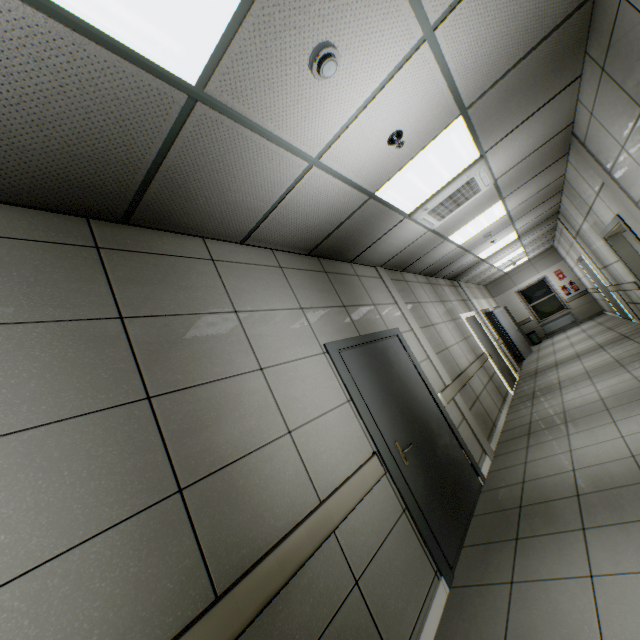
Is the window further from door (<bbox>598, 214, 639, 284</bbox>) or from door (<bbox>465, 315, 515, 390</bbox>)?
door (<bbox>598, 214, 639, 284</bbox>)

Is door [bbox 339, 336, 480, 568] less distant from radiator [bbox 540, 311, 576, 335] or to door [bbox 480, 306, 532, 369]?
door [bbox 480, 306, 532, 369]

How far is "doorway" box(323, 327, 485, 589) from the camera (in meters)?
2.62

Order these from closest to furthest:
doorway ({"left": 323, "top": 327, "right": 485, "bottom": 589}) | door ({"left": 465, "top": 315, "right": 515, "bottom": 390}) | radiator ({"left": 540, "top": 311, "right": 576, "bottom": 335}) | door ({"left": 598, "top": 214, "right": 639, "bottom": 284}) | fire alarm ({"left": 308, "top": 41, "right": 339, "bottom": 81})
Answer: fire alarm ({"left": 308, "top": 41, "right": 339, "bottom": 81})
doorway ({"left": 323, "top": 327, "right": 485, "bottom": 589})
door ({"left": 598, "top": 214, "right": 639, "bottom": 284})
door ({"left": 465, "top": 315, "right": 515, "bottom": 390})
radiator ({"left": 540, "top": 311, "right": 576, "bottom": 335})

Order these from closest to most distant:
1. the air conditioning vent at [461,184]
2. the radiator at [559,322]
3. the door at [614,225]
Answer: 1. the air conditioning vent at [461,184]
2. the door at [614,225]
3. the radiator at [559,322]

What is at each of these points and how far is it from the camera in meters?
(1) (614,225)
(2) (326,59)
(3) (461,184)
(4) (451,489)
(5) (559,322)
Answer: (1) door, 4.9
(2) fire alarm, 1.7
(3) air conditioning vent, 3.8
(4) door, 3.3
(5) radiator, 13.6

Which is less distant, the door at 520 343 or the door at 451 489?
the door at 451 489

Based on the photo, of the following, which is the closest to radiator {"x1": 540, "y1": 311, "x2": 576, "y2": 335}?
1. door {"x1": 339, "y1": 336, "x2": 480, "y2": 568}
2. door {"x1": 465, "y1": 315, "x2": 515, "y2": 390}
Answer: door {"x1": 465, "y1": 315, "x2": 515, "y2": 390}
